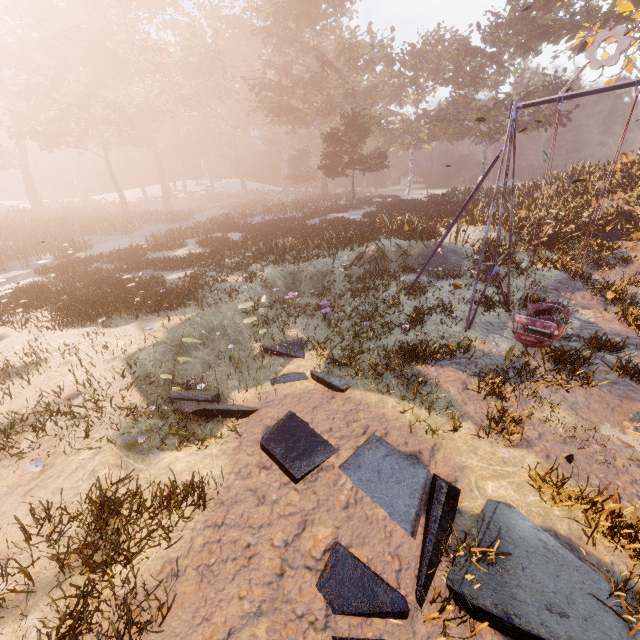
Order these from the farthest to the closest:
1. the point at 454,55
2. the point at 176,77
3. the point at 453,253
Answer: the point at 176,77
the point at 454,55
the point at 453,253
